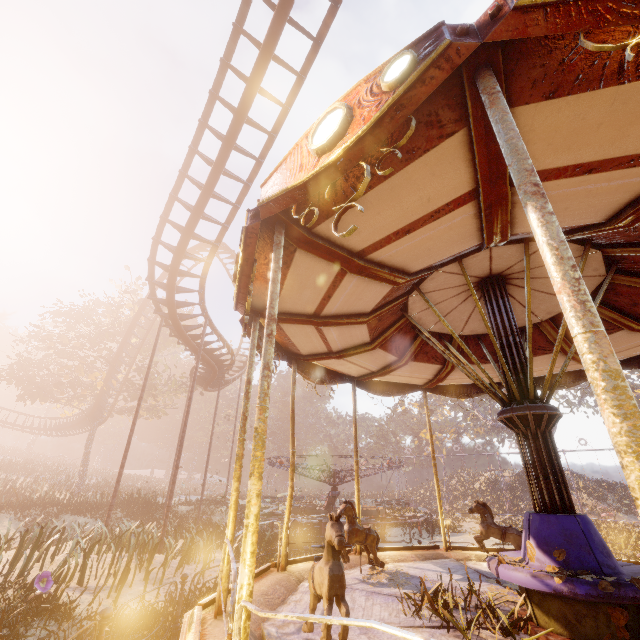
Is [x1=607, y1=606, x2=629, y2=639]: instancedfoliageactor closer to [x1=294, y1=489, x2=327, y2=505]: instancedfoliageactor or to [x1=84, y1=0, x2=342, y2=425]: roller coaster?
[x1=84, y1=0, x2=342, y2=425]: roller coaster

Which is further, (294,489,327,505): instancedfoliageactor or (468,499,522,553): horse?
(294,489,327,505): instancedfoliageactor

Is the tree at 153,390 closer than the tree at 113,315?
No

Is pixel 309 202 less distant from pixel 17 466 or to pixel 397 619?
pixel 397 619

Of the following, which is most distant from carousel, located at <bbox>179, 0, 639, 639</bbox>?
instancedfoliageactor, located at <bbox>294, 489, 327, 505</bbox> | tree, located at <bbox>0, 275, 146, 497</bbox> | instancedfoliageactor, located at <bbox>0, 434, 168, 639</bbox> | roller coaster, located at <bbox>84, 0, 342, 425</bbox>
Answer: instancedfoliageactor, located at <bbox>294, 489, 327, 505</bbox>

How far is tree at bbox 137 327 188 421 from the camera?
30.8m

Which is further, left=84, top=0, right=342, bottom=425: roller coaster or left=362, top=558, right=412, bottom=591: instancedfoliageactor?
left=84, top=0, right=342, bottom=425: roller coaster

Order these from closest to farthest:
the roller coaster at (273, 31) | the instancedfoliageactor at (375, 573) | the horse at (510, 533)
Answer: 1. the instancedfoliageactor at (375, 573)
2. the horse at (510, 533)
3. the roller coaster at (273, 31)
